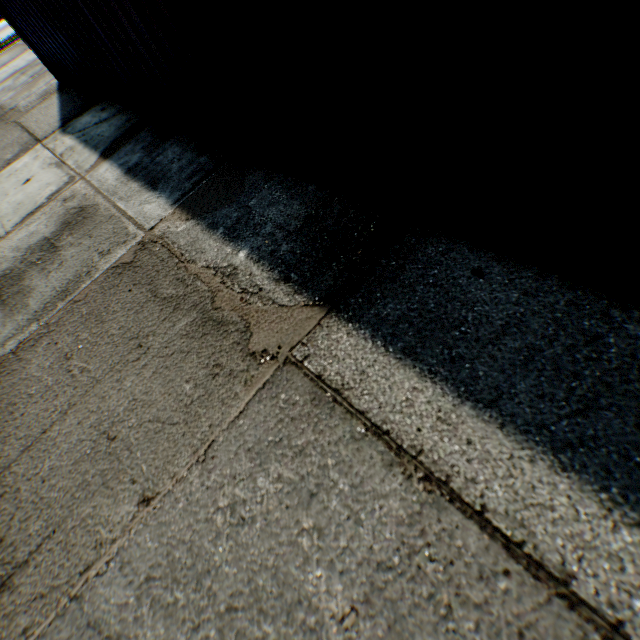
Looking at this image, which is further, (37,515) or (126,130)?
(126,130)
